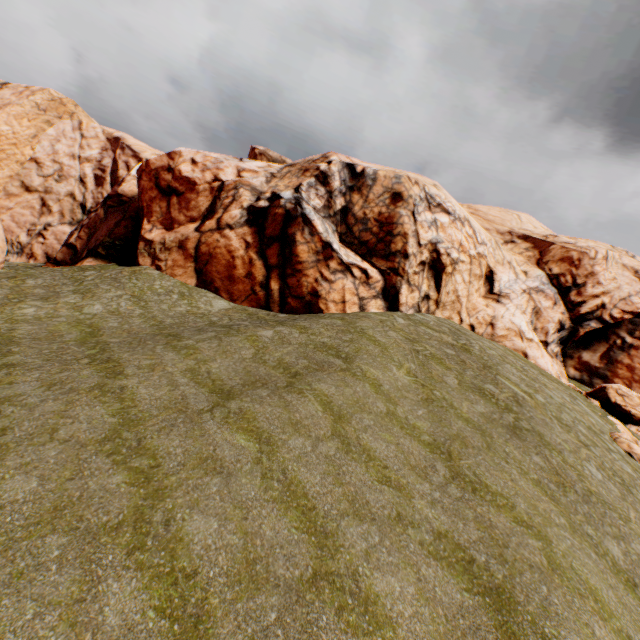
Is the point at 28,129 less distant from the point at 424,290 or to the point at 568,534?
the point at 424,290
